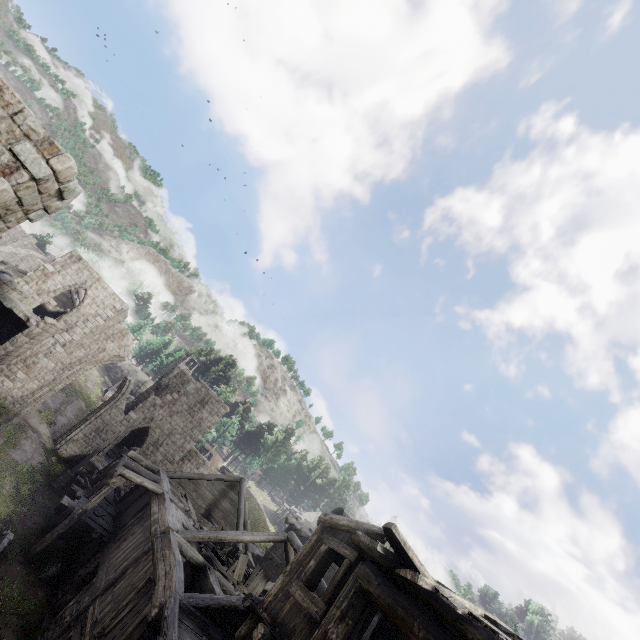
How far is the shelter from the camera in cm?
4771

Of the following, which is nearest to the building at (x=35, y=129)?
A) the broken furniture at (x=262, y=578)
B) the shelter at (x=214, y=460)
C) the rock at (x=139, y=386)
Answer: the broken furniture at (x=262, y=578)

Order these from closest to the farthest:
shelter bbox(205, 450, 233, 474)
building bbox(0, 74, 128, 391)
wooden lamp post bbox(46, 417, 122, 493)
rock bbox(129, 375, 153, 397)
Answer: building bbox(0, 74, 128, 391)
wooden lamp post bbox(46, 417, 122, 493)
shelter bbox(205, 450, 233, 474)
rock bbox(129, 375, 153, 397)

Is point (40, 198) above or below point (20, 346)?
above

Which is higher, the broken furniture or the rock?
the rock

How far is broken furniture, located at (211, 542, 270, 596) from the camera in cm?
1502

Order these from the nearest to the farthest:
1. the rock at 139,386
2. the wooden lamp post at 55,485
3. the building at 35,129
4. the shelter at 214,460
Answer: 1. the building at 35,129
2. the wooden lamp post at 55,485
3. the shelter at 214,460
4. the rock at 139,386

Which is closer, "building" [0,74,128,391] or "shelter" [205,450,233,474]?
"building" [0,74,128,391]
